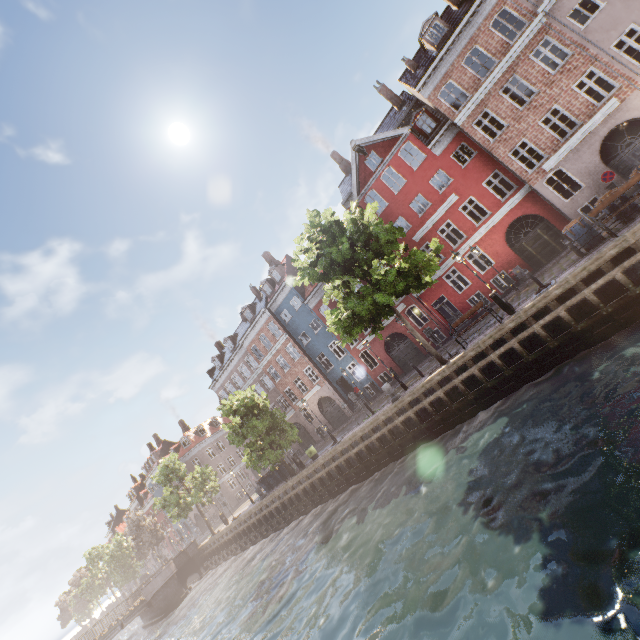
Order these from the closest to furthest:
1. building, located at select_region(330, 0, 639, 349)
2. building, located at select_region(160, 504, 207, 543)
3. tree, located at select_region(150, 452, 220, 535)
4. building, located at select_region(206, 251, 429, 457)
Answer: building, located at select_region(330, 0, 639, 349)
building, located at select_region(206, 251, 429, 457)
tree, located at select_region(150, 452, 220, 535)
building, located at select_region(160, 504, 207, 543)

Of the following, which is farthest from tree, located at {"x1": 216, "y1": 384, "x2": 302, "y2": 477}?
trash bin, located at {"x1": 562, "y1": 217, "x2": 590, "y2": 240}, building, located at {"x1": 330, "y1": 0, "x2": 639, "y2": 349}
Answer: trash bin, located at {"x1": 562, "y1": 217, "x2": 590, "y2": 240}

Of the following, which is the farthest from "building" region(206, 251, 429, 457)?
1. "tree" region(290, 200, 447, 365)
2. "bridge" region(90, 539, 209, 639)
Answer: "bridge" region(90, 539, 209, 639)

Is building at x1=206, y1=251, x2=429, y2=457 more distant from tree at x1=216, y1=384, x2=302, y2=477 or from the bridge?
the bridge

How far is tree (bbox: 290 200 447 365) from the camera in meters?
14.1

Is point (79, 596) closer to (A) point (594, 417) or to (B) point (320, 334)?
(B) point (320, 334)

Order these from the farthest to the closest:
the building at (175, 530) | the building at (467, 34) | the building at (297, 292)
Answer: the building at (175, 530) → the building at (297, 292) → the building at (467, 34)

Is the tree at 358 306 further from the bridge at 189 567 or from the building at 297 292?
the building at 297 292
